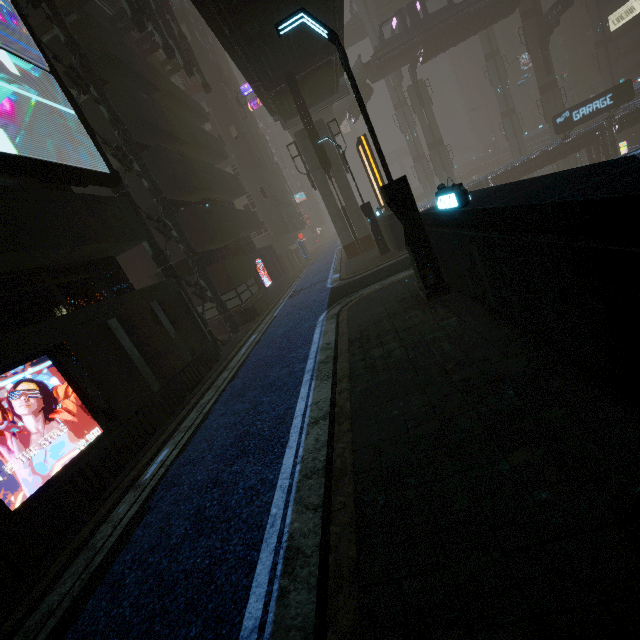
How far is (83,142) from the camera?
9.57m

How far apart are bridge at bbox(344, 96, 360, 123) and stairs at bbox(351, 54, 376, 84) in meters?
0.0 m

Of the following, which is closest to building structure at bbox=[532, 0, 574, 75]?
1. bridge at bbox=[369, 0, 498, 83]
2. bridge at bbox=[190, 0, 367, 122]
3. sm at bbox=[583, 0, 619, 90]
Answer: bridge at bbox=[369, 0, 498, 83]

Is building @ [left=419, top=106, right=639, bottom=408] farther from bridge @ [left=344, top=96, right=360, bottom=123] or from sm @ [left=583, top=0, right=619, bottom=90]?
A: bridge @ [left=344, top=96, right=360, bottom=123]

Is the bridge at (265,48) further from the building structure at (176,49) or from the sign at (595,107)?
the sign at (595,107)

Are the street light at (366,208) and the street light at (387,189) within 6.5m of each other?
no

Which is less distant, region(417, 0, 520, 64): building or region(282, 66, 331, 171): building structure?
region(282, 66, 331, 171): building structure
